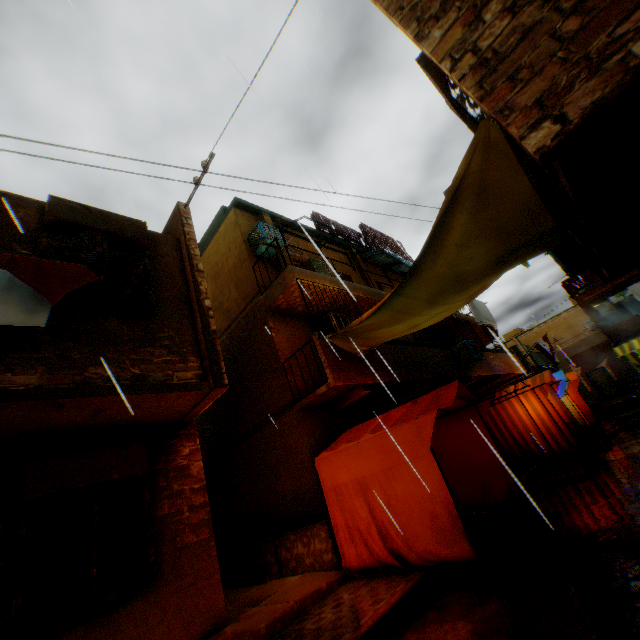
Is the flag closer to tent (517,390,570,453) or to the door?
tent (517,390,570,453)

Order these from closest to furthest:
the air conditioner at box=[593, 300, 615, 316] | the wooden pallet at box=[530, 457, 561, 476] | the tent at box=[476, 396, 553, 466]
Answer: the wooden pallet at box=[530, 457, 561, 476]
the tent at box=[476, 396, 553, 466]
the air conditioner at box=[593, 300, 615, 316]

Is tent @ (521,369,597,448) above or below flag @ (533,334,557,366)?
below

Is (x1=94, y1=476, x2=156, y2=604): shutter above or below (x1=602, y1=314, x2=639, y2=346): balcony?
below

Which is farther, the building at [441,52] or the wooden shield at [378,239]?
the wooden shield at [378,239]

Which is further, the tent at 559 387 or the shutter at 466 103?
the tent at 559 387

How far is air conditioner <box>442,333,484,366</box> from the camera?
12.2 meters

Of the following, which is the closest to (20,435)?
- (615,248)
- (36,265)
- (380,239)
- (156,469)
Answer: (156,469)
